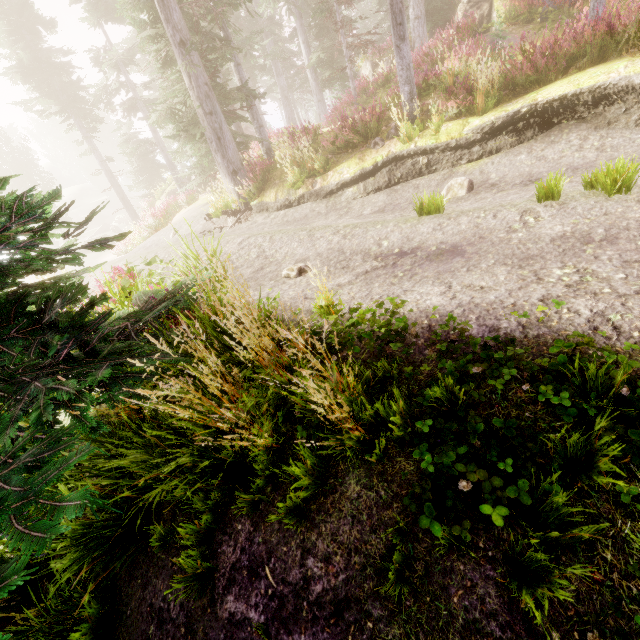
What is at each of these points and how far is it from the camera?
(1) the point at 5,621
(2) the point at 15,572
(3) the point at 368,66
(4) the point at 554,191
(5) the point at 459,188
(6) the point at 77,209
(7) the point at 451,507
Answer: (1) rock, 3.01m
(2) instancedfoliageactor, 1.42m
(3) rock, 20.97m
(4) instancedfoliageactor, 4.43m
(5) instancedfoliageactor, 6.92m
(6) rock, 58.81m
(7) instancedfoliageactor, 1.90m

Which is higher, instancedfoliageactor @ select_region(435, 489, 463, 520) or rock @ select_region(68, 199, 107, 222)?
rock @ select_region(68, 199, 107, 222)

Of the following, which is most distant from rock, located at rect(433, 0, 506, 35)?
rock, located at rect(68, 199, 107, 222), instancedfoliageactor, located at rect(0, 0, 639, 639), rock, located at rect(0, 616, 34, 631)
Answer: rock, located at rect(68, 199, 107, 222)

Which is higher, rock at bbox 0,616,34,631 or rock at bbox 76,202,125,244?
rock at bbox 76,202,125,244

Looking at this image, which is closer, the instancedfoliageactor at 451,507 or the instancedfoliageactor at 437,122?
the instancedfoliageactor at 451,507

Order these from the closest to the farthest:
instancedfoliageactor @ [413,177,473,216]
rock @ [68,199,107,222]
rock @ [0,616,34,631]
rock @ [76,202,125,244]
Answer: rock @ [0,616,34,631], instancedfoliageactor @ [413,177,473,216], rock @ [76,202,125,244], rock @ [68,199,107,222]

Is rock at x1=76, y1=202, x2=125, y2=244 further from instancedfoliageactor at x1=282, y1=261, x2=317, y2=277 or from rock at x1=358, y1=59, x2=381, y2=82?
rock at x1=358, y1=59, x2=381, y2=82

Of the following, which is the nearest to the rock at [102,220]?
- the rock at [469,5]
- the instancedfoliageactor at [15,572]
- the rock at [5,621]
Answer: the instancedfoliageactor at [15,572]
